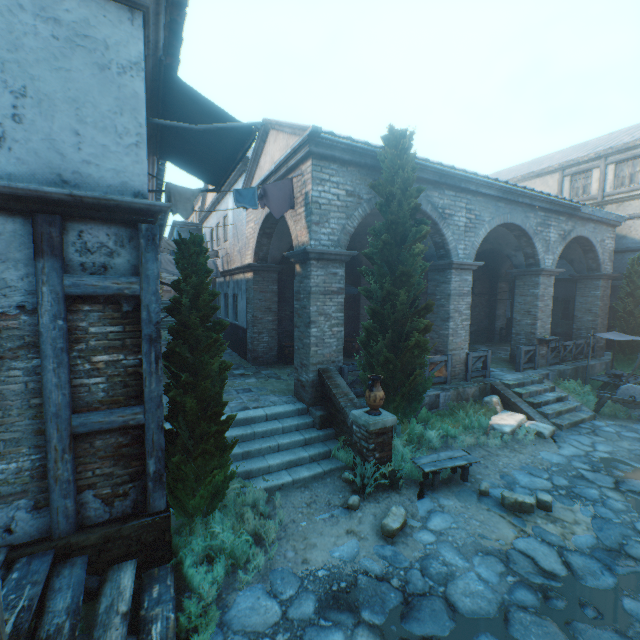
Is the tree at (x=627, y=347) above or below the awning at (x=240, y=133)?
below

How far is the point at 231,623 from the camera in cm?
378

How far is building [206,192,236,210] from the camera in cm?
1511

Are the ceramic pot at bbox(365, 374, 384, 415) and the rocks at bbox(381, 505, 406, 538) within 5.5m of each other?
yes

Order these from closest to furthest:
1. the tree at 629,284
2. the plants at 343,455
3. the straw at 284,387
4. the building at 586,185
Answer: the plants at 343,455
the straw at 284,387
the tree at 629,284
the building at 586,185

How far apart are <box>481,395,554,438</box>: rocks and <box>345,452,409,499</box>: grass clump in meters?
4.0 m

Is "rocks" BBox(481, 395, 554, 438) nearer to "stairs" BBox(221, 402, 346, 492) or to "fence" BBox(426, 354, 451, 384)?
"fence" BBox(426, 354, 451, 384)

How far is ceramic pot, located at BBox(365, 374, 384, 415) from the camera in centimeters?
643cm
